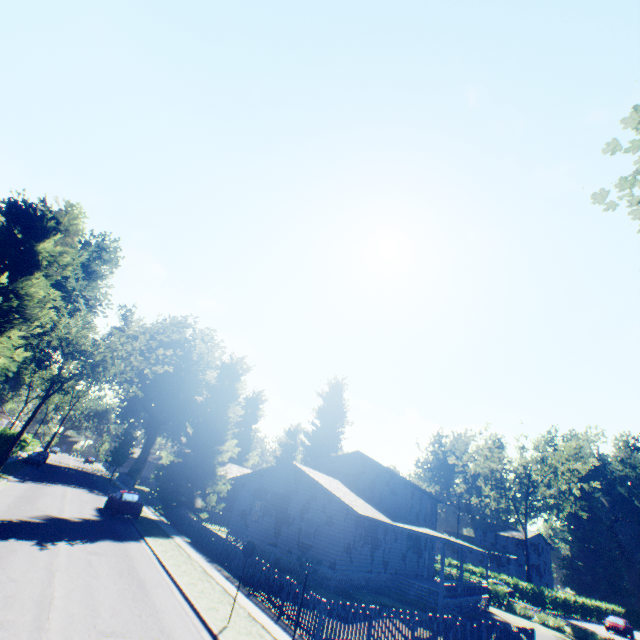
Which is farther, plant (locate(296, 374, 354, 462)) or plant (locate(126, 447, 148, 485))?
plant (locate(126, 447, 148, 485))

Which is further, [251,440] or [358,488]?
[251,440]

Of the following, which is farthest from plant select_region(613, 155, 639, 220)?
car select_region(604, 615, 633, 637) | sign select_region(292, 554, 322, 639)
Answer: car select_region(604, 615, 633, 637)

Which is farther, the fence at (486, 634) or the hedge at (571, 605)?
the hedge at (571, 605)

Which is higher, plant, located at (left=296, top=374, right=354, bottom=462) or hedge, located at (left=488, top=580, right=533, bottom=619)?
plant, located at (left=296, top=374, right=354, bottom=462)

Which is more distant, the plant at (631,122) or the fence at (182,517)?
the fence at (182,517)

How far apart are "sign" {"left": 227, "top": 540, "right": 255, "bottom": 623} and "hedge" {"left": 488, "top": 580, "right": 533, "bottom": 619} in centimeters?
3349cm

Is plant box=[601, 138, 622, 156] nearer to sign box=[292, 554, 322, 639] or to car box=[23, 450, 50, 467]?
car box=[23, 450, 50, 467]
